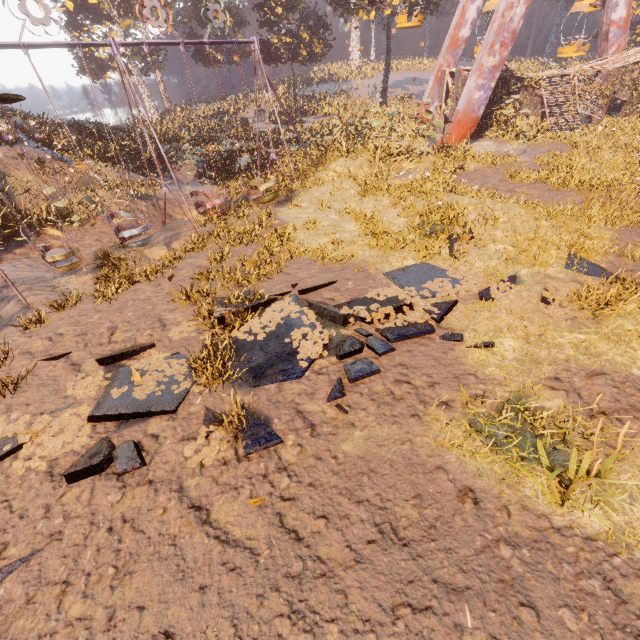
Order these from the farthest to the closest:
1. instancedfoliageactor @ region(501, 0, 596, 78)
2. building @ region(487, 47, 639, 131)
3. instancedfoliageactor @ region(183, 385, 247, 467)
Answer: instancedfoliageactor @ region(501, 0, 596, 78) < building @ region(487, 47, 639, 131) < instancedfoliageactor @ region(183, 385, 247, 467)

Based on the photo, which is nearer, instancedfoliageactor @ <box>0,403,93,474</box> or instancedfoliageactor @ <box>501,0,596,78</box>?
instancedfoliageactor @ <box>0,403,93,474</box>

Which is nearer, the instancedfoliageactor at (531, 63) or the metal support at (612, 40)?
the instancedfoliageactor at (531, 63)

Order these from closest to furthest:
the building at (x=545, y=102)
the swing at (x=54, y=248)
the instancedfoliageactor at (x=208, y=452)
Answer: the instancedfoliageactor at (x=208, y=452), the swing at (x=54, y=248), the building at (x=545, y=102)

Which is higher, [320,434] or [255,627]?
[255,627]

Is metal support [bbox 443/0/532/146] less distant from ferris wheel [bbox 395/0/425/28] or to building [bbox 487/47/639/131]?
ferris wheel [bbox 395/0/425/28]

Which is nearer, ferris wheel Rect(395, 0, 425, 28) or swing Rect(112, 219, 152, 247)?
swing Rect(112, 219, 152, 247)

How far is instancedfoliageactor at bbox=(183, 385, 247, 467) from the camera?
5.1m
